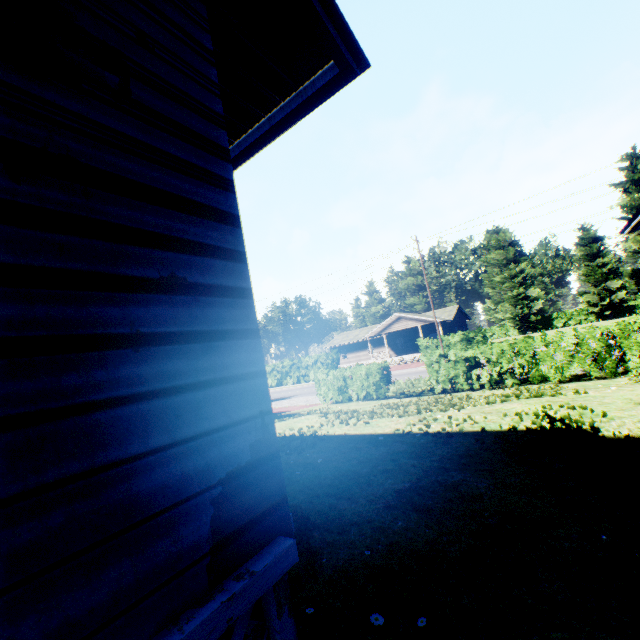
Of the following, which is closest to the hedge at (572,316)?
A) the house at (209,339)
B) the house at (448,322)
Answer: the house at (448,322)

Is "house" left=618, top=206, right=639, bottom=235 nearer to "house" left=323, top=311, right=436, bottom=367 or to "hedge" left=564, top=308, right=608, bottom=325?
"house" left=323, top=311, right=436, bottom=367

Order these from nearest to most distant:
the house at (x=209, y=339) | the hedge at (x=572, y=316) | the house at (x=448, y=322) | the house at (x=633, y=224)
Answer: the house at (x=209, y=339)
the house at (x=633, y=224)
the house at (x=448, y=322)
the hedge at (x=572, y=316)

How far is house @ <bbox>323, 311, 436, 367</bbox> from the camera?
41.7 meters

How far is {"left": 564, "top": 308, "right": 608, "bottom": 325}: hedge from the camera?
57.1 meters

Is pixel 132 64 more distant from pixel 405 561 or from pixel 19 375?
pixel 405 561

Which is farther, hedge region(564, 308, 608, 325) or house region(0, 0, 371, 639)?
hedge region(564, 308, 608, 325)
